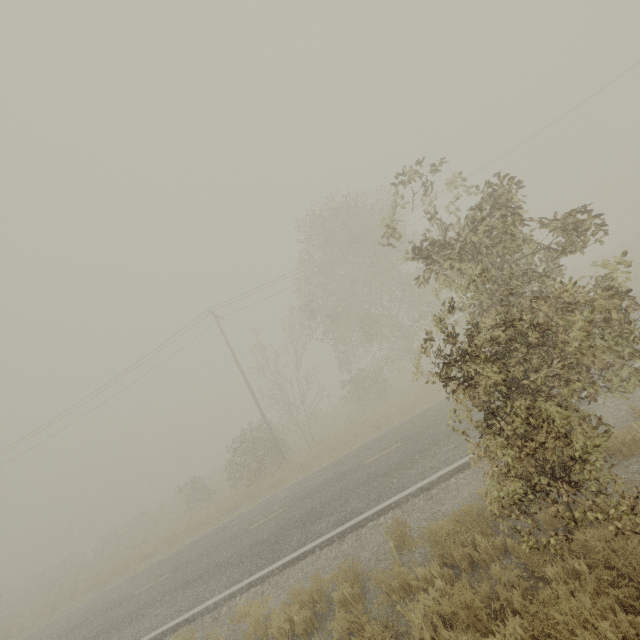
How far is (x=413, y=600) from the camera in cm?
507

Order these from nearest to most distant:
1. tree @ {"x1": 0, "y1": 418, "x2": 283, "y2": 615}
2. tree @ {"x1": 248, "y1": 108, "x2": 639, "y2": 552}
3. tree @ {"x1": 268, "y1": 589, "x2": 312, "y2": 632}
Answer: tree @ {"x1": 248, "y1": 108, "x2": 639, "y2": 552} < tree @ {"x1": 268, "y1": 589, "x2": 312, "y2": 632} < tree @ {"x1": 0, "y1": 418, "x2": 283, "y2": 615}

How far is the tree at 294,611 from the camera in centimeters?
568cm

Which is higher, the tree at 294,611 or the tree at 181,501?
the tree at 181,501

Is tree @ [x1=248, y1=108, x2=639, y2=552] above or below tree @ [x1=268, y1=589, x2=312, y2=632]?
above

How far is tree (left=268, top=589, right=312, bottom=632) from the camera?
5.7 meters

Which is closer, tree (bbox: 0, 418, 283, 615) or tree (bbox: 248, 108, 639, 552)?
tree (bbox: 248, 108, 639, 552)
